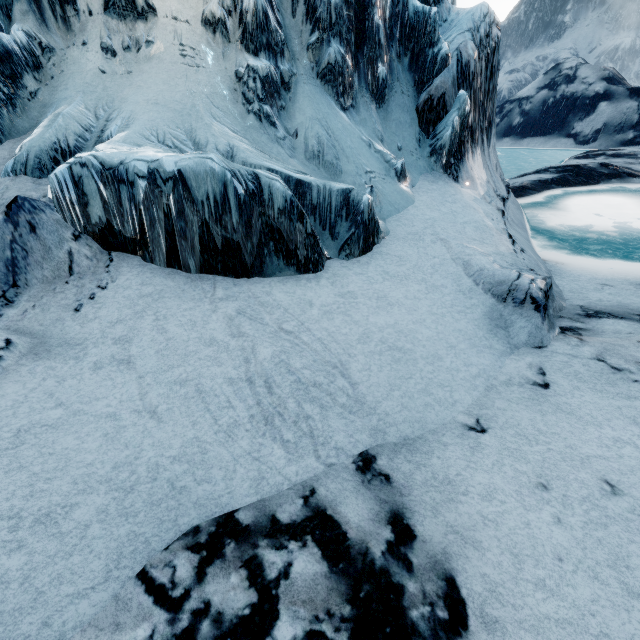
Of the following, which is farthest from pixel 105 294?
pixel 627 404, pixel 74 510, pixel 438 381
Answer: pixel 627 404
